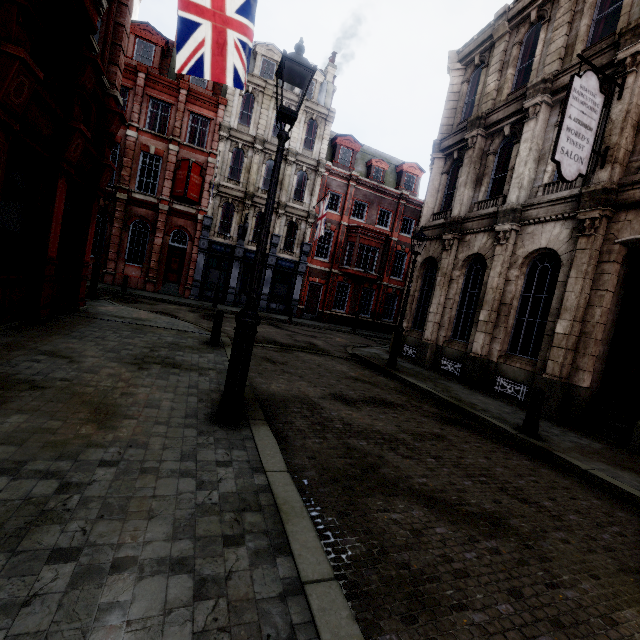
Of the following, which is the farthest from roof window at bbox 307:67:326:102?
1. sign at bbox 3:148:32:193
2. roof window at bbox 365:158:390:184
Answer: sign at bbox 3:148:32:193

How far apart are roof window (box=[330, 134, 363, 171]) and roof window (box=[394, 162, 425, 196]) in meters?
4.1 m

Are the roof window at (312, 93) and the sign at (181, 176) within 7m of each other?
no

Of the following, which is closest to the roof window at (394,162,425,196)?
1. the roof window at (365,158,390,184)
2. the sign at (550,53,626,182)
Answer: the roof window at (365,158,390,184)

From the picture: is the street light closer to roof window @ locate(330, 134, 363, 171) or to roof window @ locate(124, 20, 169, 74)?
roof window @ locate(124, 20, 169, 74)

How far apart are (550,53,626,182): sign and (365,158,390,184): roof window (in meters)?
21.23

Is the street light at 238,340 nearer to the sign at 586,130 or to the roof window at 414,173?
the sign at 586,130

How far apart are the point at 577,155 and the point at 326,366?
8.25m
